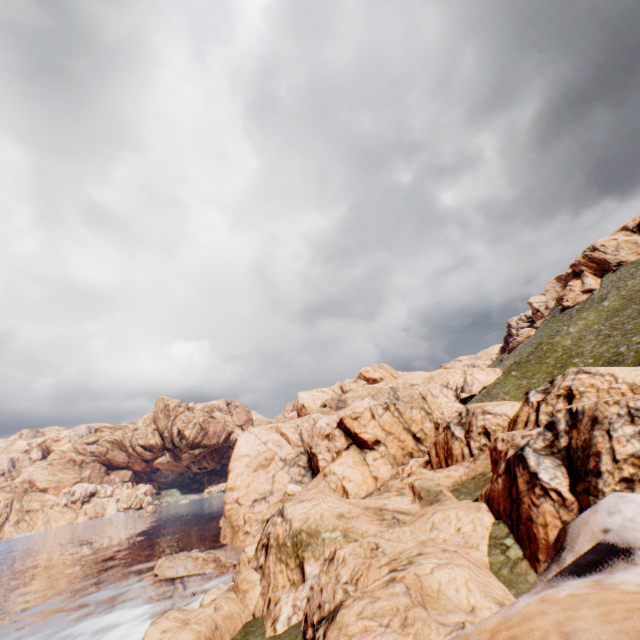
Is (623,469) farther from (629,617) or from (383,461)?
(383,461)
